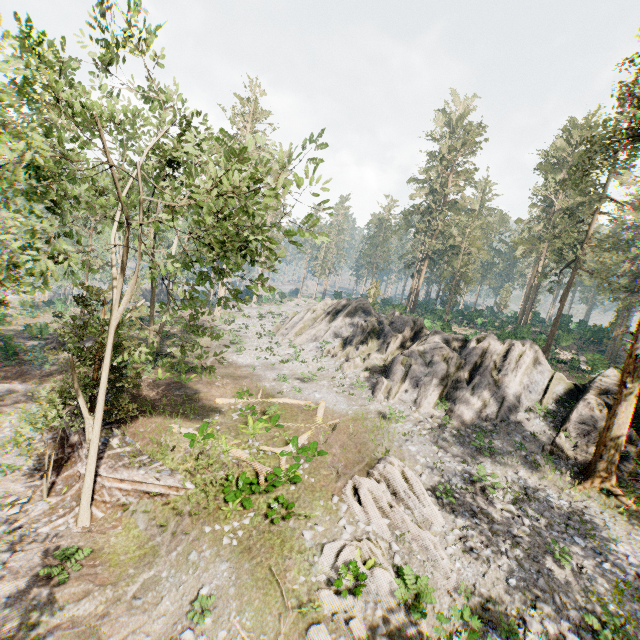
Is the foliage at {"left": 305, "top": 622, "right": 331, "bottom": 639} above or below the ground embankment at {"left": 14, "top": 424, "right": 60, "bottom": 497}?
above

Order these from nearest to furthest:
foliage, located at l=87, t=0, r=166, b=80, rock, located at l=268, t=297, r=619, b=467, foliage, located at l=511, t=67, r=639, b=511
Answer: foliage, located at l=87, t=0, r=166, b=80 → foliage, located at l=511, t=67, r=639, b=511 → rock, located at l=268, t=297, r=619, b=467

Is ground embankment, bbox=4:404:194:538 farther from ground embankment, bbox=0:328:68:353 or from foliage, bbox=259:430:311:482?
ground embankment, bbox=0:328:68:353

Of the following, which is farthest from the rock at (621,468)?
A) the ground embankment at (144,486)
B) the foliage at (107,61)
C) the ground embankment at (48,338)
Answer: the ground embankment at (48,338)

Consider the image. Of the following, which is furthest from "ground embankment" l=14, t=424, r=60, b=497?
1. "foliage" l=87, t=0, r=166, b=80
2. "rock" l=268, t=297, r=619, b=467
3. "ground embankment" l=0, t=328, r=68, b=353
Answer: "rock" l=268, t=297, r=619, b=467

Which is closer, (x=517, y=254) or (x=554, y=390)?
(x=554, y=390)

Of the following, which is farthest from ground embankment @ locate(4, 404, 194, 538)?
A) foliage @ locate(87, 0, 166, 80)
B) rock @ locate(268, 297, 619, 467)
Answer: rock @ locate(268, 297, 619, 467)
